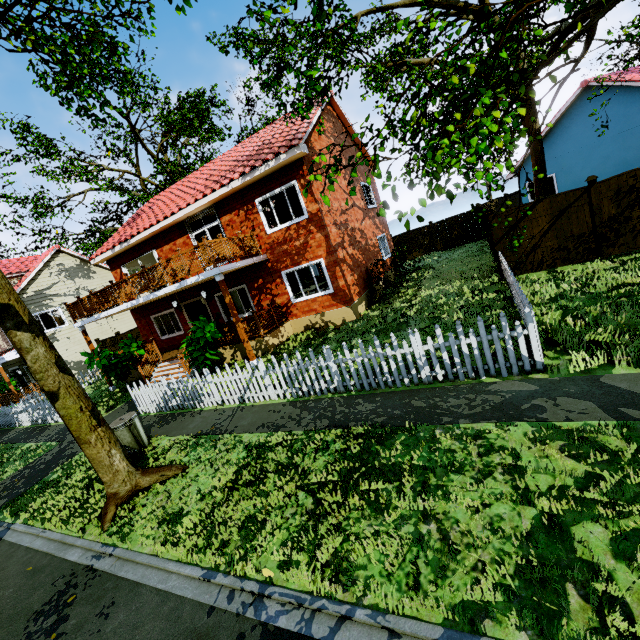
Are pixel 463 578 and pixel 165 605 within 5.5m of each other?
yes

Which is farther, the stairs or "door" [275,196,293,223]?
"door" [275,196,293,223]

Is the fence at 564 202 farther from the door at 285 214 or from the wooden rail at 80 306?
the door at 285 214

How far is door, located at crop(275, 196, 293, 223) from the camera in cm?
1412

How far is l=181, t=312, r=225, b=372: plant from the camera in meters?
11.2

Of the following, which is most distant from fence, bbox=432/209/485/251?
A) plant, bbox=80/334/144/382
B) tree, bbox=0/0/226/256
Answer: Result: plant, bbox=80/334/144/382

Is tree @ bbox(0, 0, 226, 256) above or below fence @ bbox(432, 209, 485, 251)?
above

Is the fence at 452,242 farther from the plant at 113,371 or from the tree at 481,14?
the plant at 113,371
